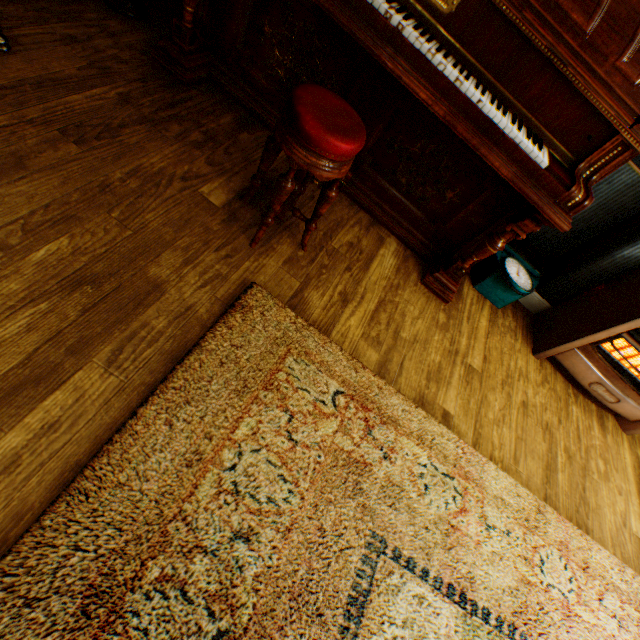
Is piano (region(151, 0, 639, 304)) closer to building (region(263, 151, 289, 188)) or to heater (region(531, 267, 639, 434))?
building (region(263, 151, 289, 188))

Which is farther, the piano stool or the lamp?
the lamp

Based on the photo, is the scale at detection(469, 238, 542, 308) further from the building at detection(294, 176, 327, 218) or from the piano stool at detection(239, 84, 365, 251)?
the piano stool at detection(239, 84, 365, 251)

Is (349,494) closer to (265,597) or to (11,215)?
(265,597)

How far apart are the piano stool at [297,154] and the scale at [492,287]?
1.56m

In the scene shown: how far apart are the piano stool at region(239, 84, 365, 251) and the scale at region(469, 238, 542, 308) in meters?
1.6 m

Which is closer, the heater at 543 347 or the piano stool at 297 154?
the piano stool at 297 154
